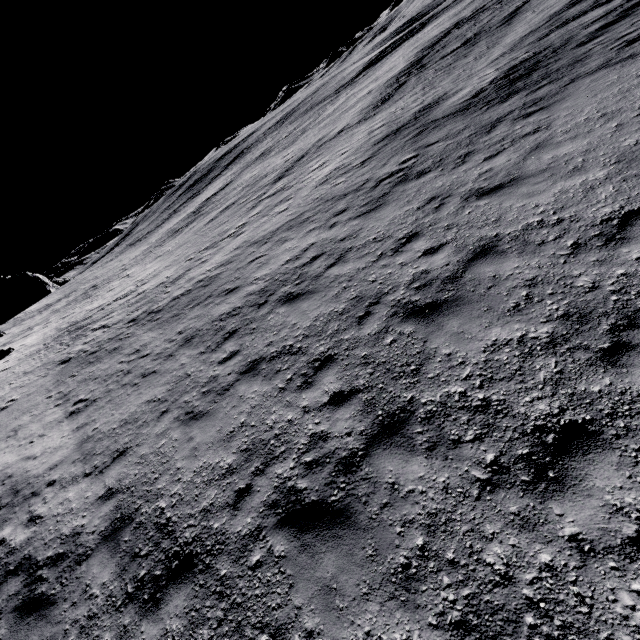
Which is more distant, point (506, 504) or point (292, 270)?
point (292, 270)
